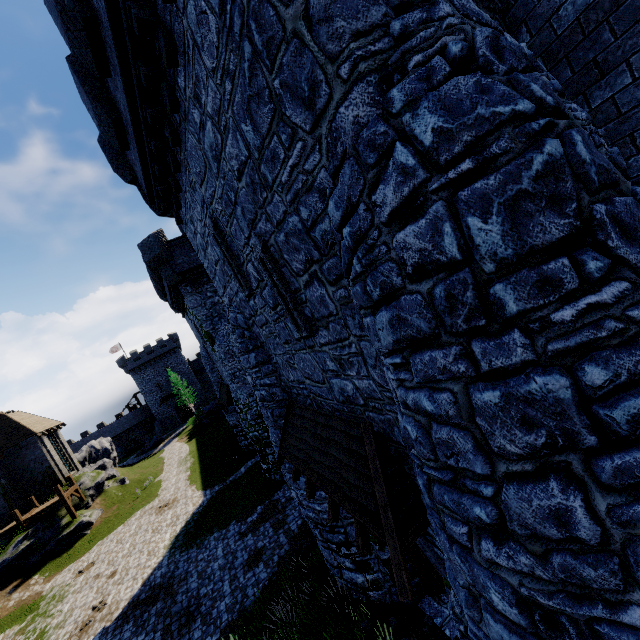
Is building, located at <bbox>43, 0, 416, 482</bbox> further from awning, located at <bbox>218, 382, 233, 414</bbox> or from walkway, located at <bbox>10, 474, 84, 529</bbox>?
walkway, located at <bbox>10, 474, 84, 529</bbox>

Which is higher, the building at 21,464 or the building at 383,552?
the building at 21,464

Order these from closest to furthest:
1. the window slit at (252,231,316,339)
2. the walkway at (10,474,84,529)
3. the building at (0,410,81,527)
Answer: the window slit at (252,231,316,339), the walkway at (10,474,84,529), the building at (0,410,81,527)

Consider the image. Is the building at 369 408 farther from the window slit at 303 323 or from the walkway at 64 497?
the walkway at 64 497

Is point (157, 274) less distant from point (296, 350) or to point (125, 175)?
point (125, 175)

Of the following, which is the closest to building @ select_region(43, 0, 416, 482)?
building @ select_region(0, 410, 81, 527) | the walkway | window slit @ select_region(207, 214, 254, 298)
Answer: window slit @ select_region(207, 214, 254, 298)

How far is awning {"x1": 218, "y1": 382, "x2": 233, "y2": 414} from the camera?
22.09m
